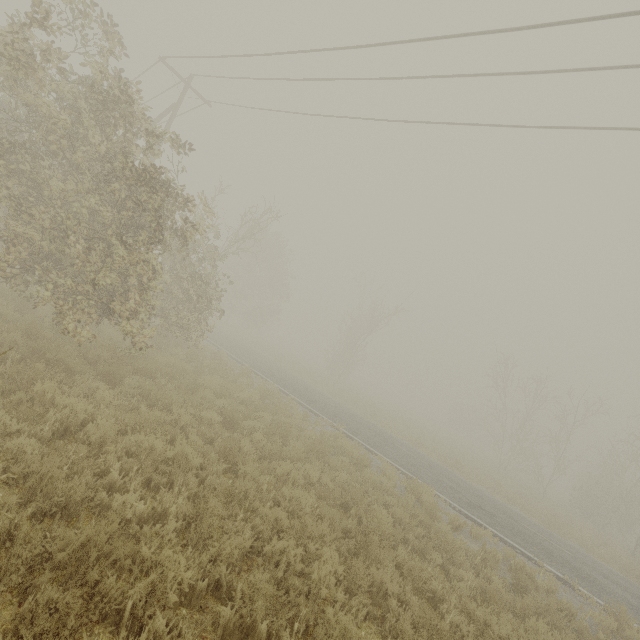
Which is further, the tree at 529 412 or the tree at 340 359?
the tree at 340 359

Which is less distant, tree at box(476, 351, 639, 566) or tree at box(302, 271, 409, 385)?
tree at box(476, 351, 639, 566)

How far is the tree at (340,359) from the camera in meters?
34.7 m

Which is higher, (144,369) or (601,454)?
(601,454)

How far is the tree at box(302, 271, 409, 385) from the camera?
34.69m
